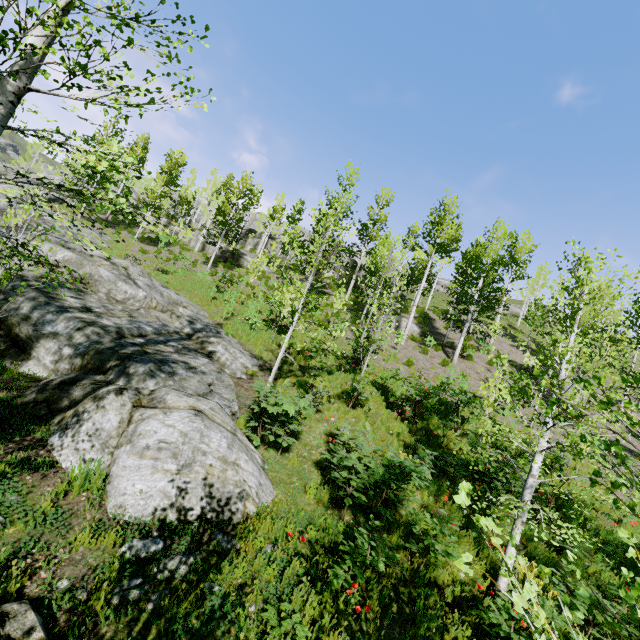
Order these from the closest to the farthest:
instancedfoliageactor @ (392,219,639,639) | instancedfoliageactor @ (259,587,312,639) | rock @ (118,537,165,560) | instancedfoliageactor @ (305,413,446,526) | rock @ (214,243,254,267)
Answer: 1. instancedfoliageactor @ (392,219,639,639)
2. instancedfoliageactor @ (259,587,312,639)
3. rock @ (118,537,165,560)
4. instancedfoliageactor @ (305,413,446,526)
5. rock @ (214,243,254,267)

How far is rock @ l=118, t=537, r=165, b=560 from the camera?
4.2m

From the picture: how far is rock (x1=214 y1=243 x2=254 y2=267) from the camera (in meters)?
33.16

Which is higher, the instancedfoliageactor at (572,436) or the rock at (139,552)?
the instancedfoliageactor at (572,436)

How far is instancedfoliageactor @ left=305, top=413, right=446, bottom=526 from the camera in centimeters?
620cm

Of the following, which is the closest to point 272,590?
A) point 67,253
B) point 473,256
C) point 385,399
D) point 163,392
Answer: point 163,392

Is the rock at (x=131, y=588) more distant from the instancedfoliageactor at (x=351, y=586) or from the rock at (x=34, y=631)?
the instancedfoliageactor at (x=351, y=586)
